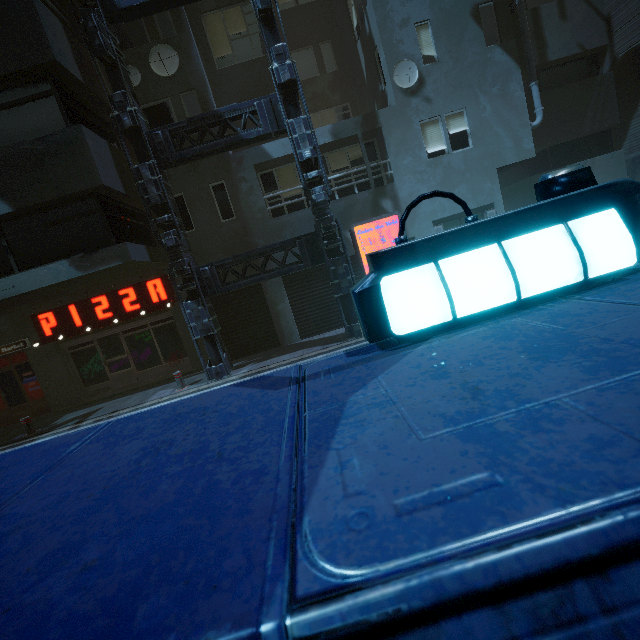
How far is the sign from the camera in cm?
1110

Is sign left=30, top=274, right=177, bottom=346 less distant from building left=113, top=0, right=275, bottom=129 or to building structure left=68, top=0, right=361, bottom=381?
building left=113, top=0, right=275, bottom=129

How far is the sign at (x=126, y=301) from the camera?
11.1m

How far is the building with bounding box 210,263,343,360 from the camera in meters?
11.9

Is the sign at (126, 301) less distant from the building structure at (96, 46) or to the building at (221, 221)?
the building at (221, 221)

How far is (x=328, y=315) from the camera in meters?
12.1
